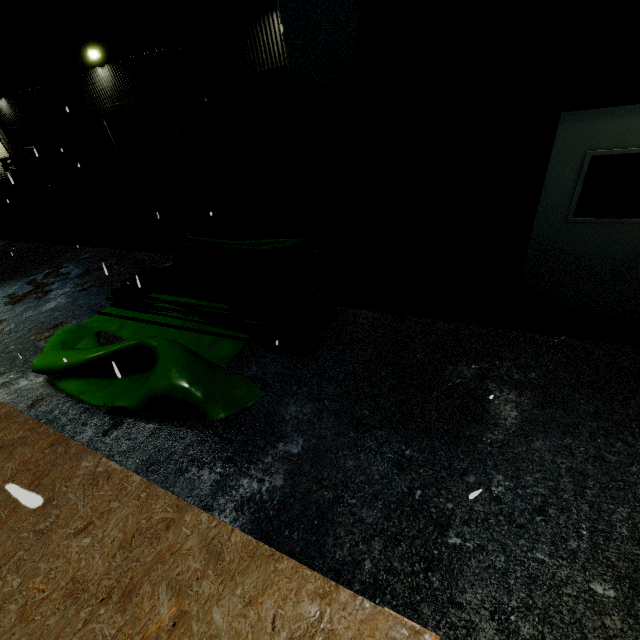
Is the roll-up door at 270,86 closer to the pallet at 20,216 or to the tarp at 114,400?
the pallet at 20,216

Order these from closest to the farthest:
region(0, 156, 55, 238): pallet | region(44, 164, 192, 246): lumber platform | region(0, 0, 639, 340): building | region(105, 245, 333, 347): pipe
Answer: region(0, 0, 639, 340): building, region(105, 245, 333, 347): pipe, region(44, 164, 192, 246): lumber platform, region(0, 156, 55, 238): pallet

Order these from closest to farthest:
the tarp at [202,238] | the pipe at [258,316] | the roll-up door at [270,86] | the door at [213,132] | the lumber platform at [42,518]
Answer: the lumber platform at [42,518] → the pipe at [258,316] → the tarp at [202,238] → the roll-up door at [270,86] → the door at [213,132]

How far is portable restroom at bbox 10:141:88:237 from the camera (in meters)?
10.49

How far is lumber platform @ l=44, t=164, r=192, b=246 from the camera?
9.43m

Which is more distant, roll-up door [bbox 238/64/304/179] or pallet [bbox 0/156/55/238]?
pallet [bbox 0/156/55/238]

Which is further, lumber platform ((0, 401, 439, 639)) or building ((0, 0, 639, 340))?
building ((0, 0, 639, 340))

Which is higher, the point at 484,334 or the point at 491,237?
the point at 491,237
